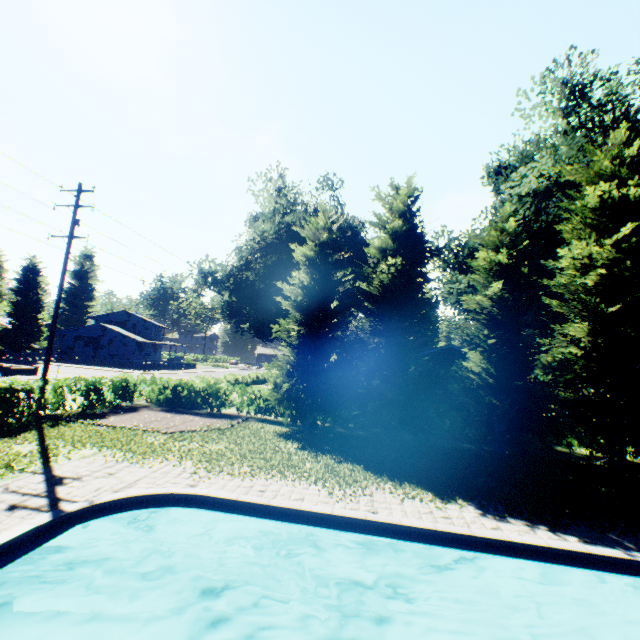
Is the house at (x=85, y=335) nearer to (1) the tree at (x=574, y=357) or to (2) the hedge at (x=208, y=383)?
(2) the hedge at (x=208, y=383)

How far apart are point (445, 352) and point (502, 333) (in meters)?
9.04

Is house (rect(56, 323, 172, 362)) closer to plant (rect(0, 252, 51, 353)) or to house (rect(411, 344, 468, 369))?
plant (rect(0, 252, 51, 353))

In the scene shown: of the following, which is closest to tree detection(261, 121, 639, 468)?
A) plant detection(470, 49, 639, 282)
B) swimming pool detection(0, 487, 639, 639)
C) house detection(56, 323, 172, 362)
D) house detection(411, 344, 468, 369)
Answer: plant detection(470, 49, 639, 282)

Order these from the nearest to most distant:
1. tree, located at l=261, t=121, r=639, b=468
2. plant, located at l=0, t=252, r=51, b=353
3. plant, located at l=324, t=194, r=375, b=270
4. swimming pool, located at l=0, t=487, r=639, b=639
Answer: swimming pool, located at l=0, t=487, r=639, b=639
tree, located at l=261, t=121, r=639, b=468
plant, located at l=324, t=194, r=375, b=270
plant, located at l=0, t=252, r=51, b=353

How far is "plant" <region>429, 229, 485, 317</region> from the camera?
26.6m

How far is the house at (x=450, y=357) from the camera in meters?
24.3 m
